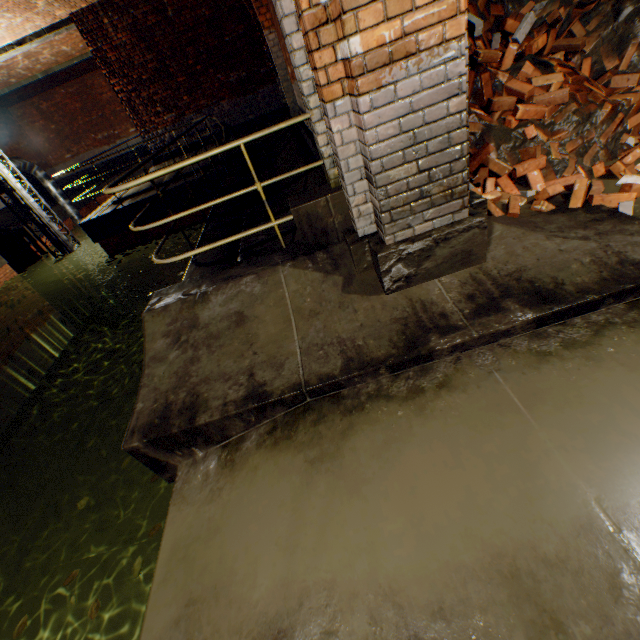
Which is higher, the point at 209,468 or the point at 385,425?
the point at 385,425

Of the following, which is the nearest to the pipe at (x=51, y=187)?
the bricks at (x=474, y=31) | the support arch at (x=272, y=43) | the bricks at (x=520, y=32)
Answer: the support arch at (x=272, y=43)

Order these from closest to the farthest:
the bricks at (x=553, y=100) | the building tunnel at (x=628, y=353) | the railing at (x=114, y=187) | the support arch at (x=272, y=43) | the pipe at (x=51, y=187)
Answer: the building tunnel at (x=628, y=353), the railing at (x=114, y=187), the bricks at (x=553, y=100), the support arch at (x=272, y=43), the pipe at (x=51, y=187)

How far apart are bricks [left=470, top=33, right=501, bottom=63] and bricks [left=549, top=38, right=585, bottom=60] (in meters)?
0.41

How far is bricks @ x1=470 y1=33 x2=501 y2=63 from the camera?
3.5 meters

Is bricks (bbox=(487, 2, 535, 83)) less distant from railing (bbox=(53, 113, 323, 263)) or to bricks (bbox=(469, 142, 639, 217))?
bricks (bbox=(469, 142, 639, 217))

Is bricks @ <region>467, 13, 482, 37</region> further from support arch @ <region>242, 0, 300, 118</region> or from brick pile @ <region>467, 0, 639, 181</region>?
support arch @ <region>242, 0, 300, 118</region>
